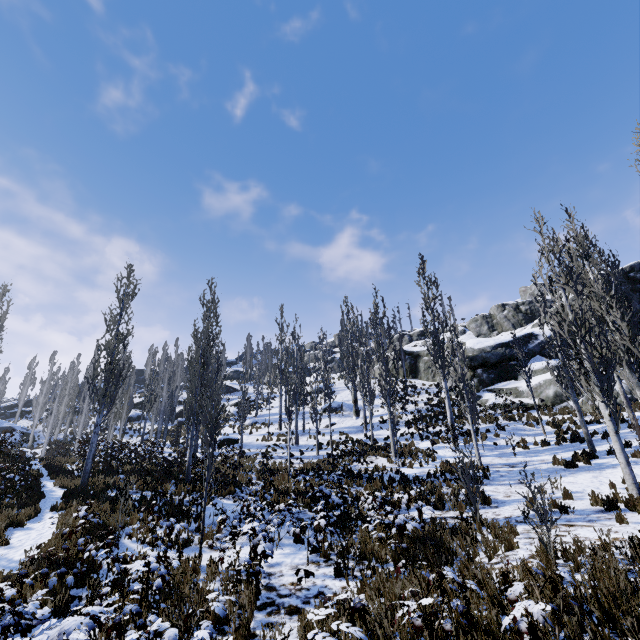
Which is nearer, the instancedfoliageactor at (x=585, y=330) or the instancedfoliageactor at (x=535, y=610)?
the instancedfoliageactor at (x=535, y=610)

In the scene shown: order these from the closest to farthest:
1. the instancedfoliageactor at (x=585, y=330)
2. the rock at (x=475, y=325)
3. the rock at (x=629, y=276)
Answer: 1. the instancedfoliageactor at (x=585, y=330)
2. the rock at (x=475, y=325)
3. the rock at (x=629, y=276)

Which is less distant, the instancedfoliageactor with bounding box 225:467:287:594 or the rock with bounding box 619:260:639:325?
the instancedfoliageactor with bounding box 225:467:287:594

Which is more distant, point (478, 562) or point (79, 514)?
point (79, 514)

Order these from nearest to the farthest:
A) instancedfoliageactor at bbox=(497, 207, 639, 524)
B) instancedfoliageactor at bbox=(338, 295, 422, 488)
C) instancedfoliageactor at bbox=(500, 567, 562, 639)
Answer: instancedfoliageactor at bbox=(500, 567, 562, 639)
instancedfoliageactor at bbox=(497, 207, 639, 524)
instancedfoliageactor at bbox=(338, 295, 422, 488)

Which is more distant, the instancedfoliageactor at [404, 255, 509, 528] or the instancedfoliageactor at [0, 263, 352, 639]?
the instancedfoliageactor at [404, 255, 509, 528]

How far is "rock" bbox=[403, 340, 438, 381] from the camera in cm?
3811
